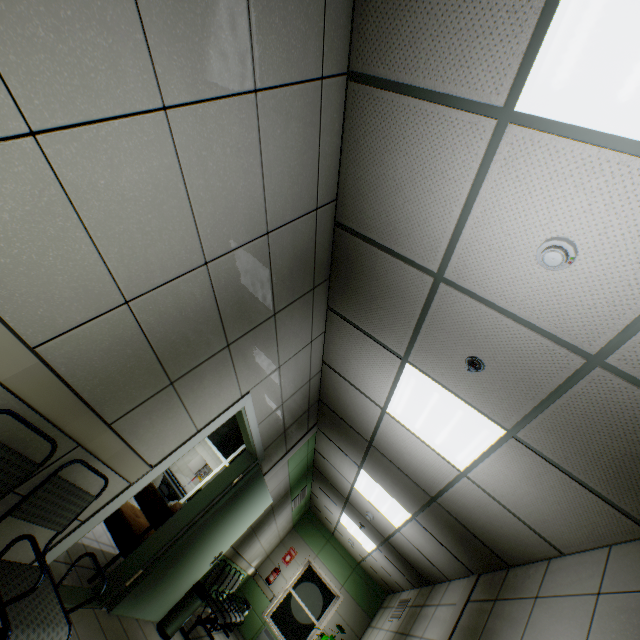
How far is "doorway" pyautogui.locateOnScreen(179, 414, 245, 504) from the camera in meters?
7.1 m

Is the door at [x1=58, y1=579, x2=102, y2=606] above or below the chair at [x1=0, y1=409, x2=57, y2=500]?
below

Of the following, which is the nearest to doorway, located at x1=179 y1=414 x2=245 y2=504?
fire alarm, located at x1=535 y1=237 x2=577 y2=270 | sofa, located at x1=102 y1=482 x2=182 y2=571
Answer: sofa, located at x1=102 y1=482 x2=182 y2=571

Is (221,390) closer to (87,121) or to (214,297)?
(214,297)

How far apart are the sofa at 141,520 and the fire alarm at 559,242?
4.62m

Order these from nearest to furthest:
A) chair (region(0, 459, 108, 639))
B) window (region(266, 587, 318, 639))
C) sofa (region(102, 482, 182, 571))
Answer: chair (region(0, 459, 108, 639))
sofa (region(102, 482, 182, 571))
window (region(266, 587, 318, 639))

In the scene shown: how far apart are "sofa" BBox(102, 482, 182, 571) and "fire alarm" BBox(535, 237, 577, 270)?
4.6m

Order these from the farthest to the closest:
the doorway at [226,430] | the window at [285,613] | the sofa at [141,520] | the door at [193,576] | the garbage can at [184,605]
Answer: the window at [285,613], the doorway at [226,430], the garbage can at [184,605], the sofa at [141,520], the door at [193,576]
